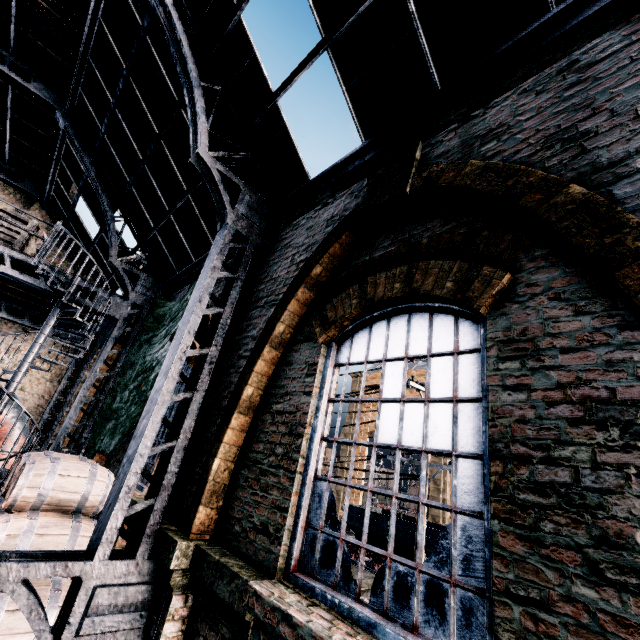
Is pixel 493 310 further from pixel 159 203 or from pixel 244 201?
pixel 159 203

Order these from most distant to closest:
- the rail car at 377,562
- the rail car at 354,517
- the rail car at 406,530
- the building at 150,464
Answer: the rail car at 354,517
the rail car at 377,562
the rail car at 406,530
the building at 150,464

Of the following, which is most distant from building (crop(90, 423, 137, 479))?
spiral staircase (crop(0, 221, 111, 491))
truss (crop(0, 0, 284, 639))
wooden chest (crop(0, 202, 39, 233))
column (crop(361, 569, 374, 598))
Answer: column (crop(361, 569, 374, 598))

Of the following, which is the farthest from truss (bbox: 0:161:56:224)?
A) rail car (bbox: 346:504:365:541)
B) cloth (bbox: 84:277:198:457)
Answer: rail car (bbox: 346:504:365:541)

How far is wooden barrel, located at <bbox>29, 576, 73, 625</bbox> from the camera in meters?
4.5

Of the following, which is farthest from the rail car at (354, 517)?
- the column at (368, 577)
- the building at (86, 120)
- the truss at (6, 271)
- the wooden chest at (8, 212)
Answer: the wooden chest at (8, 212)

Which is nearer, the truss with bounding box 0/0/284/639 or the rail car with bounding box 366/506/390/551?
the truss with bounding box 0/0/284/639

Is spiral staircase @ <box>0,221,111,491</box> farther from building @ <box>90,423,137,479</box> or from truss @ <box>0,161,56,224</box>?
truss @ <box>0,161,56,224</box>
